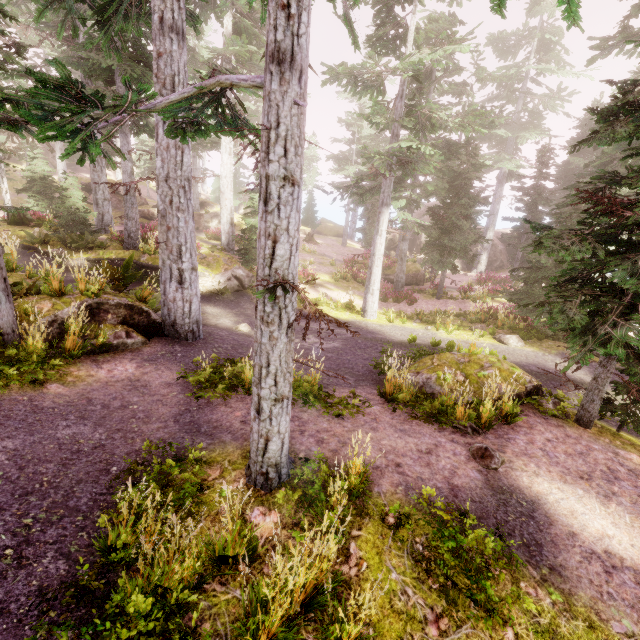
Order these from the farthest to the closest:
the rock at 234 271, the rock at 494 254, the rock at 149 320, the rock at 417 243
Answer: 1. the rock at 417 243
2. the rock at 494 254
3. the rock at 234 271
4. the rock at 149 320

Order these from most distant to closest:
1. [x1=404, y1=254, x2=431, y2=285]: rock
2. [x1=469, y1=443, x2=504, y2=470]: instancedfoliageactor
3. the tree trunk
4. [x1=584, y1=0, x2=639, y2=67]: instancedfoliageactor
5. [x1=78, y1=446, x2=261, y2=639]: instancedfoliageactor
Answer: [x1=404, y1=254, x2=431, y2=285]: rock < the tree trunk < [x1=584, y1=0, x2=639, y2=67]: instancedfoliageactor < [x1=469, y1=443, x2=504, y2=470]: instancedfoliageactor < [x1=78, y1=446, x2=261, y2=639]: instancedfoliageactor

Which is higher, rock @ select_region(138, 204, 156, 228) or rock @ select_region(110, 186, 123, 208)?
rock @ select_region(110, 186, 123, 208)

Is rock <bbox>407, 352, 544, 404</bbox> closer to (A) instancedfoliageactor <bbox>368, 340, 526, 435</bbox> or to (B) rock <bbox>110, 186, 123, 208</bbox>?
(A) instancedfoliageactor <bbox>368, 340, 526, 435</bbox>

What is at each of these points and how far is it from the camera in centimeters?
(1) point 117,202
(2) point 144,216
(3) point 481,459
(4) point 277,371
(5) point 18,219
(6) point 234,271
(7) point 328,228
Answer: (1) rock, 3188cm
(2) rock, 2888cm
(3) instancedfoliageactor, 564cm
(4) instancedfoliageactor, 400cm
(5) tree trunk, 1891cm
(6) rock, 1712cm
(7) rock, 4781cm

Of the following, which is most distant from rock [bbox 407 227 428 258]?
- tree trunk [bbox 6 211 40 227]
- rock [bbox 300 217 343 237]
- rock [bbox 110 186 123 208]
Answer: tree trunk [bbox 6 211 40 227]

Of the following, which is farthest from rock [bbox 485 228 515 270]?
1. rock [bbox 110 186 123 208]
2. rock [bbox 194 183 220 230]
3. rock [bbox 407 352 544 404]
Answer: rock [bbox 407 352 544 404]

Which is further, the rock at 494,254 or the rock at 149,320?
the rock at 494,254
